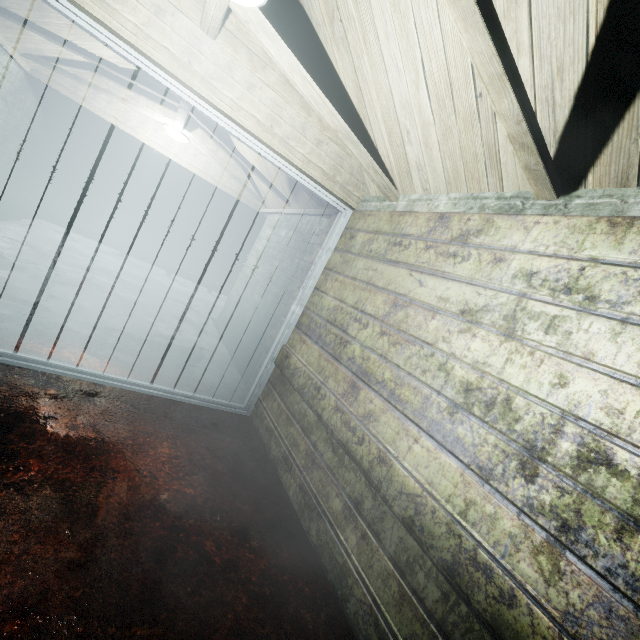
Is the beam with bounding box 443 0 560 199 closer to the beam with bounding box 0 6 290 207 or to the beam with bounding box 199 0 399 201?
the beam with bounding box 199 0 399 201

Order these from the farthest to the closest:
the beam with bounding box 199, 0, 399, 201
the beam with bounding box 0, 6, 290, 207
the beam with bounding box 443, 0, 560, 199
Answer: the beam with bounding box 0, 6, 290, 207 → the beam with bounding box 199, 0, 399, 201 → the beam with bounding box 443, 0, 560, 199

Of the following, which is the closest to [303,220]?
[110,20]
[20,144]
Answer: [110,20]

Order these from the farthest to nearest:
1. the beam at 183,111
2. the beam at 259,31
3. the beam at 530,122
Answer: the beam at 183,111
the beam at 259,31
the beam at 530,122

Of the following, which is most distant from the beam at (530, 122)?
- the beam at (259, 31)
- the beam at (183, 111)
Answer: the beam at (183, 111)

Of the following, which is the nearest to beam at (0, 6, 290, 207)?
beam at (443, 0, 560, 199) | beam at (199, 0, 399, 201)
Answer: beam at (199, 0, 399, 201)

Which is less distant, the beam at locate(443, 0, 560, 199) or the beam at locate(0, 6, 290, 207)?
the beam at locate(443, 0, 560, 199)
